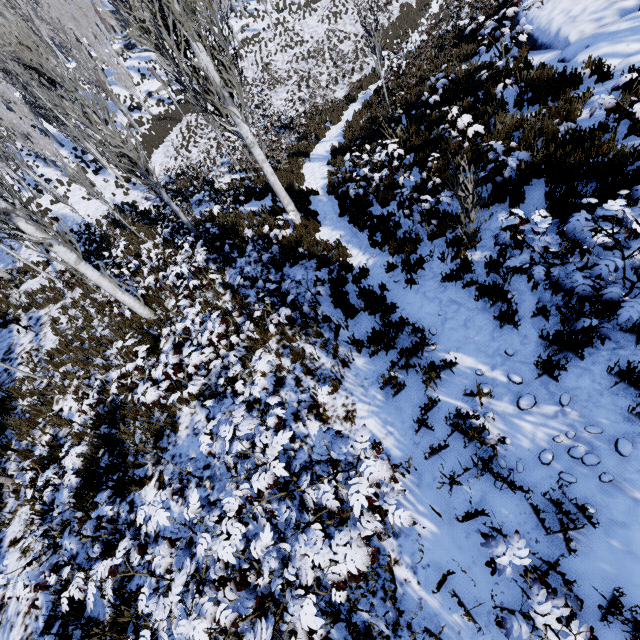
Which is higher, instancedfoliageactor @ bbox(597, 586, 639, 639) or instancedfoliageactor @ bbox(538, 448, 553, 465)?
instancedfoliageactor @ bbox(597, 586, 639, 639)

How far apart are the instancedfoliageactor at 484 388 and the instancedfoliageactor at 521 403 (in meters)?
A: 0.33

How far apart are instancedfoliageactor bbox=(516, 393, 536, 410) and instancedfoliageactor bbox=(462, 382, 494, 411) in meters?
0.3 m

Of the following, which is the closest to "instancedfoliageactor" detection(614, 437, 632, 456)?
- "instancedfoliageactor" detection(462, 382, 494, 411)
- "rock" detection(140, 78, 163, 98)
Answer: "rock" detection(140, 78, 163, 98)

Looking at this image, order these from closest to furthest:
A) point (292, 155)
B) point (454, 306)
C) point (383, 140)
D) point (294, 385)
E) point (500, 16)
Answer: point (454, 306)
point (294, 385)
point (500, 16)
point (383, 140)
point (292, 155)

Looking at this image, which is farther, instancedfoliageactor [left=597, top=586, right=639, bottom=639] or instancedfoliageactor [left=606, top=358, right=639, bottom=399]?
instancedfoliageactor [left=606, top=358, right=639, bottom=399]

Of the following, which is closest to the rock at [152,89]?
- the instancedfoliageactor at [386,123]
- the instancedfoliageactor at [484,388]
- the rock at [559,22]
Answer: the instancedfoliageactor at [386,123]
